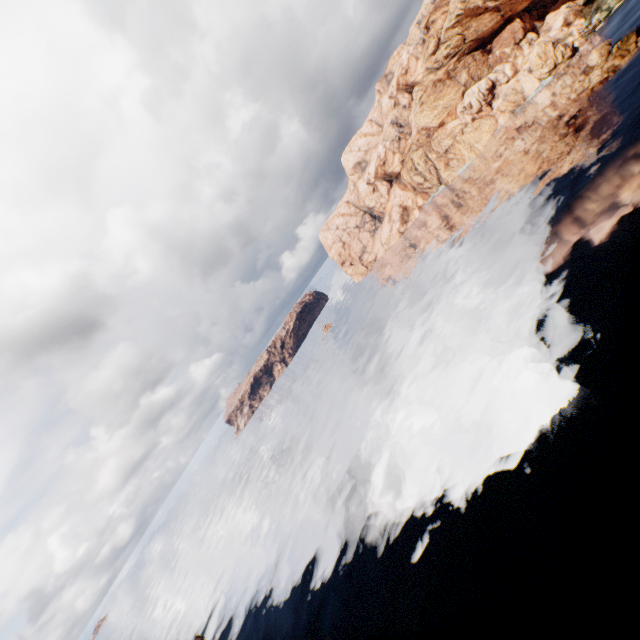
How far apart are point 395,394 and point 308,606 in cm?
3238
